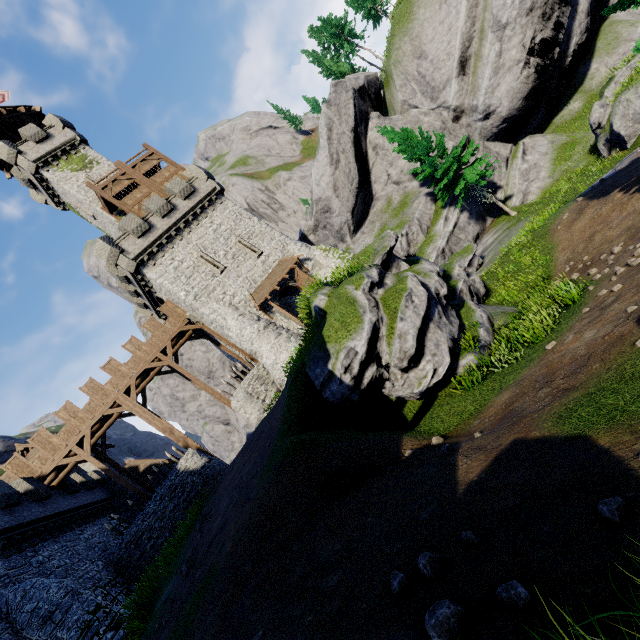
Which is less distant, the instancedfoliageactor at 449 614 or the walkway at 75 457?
the instancedfoliageactor at 449 614

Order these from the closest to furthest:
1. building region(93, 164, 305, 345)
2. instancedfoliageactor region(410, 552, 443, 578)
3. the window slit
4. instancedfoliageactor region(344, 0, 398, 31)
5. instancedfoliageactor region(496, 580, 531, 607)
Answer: instancedfoliageactor region(496, 580, 531, 607)
instancedfoliageactor region(410, 552, 443, 578)
building region(93, 164, 305, 345)
the window slit
instancedfoliageactor region(344, 0, 398, 31)

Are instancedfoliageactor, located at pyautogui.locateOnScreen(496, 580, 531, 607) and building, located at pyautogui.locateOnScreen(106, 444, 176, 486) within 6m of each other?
no

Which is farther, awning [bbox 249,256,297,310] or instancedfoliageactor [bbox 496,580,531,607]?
awning [bbox 249,256,297,310]

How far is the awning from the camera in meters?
24.8 m

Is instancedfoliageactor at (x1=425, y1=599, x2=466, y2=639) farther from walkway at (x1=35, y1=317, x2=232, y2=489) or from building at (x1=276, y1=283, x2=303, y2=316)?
walkway at (x1=35, y1=317, x2=232, y2=489)

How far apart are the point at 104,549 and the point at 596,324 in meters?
28.1 m

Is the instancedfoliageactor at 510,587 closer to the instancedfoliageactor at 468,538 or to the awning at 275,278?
the instancedfoliageactor at 468,538
